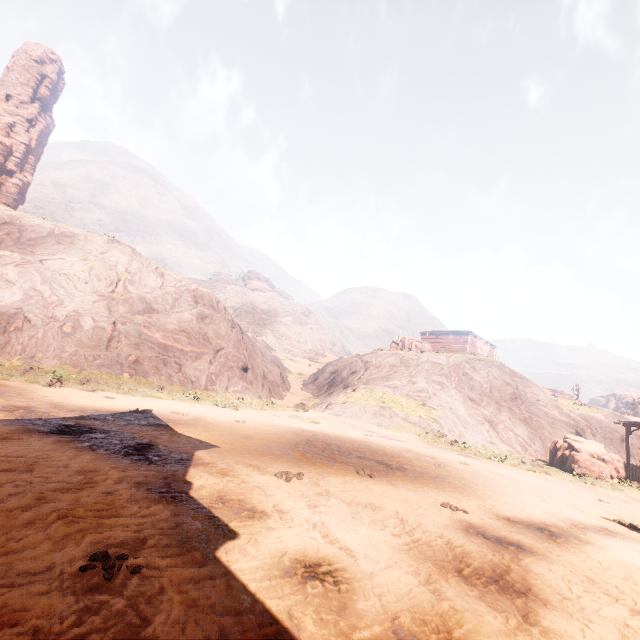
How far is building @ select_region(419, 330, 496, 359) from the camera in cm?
4719

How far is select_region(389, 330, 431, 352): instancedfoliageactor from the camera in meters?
37.3 m

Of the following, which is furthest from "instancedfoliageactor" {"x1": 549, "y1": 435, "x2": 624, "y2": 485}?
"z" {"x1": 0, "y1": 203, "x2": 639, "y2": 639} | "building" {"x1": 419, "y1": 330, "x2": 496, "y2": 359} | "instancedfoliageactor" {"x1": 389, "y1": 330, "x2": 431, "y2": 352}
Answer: "instancedfoliageactor" {"x1": 389, "y1": 330, "x2": 431, "y2": 352}

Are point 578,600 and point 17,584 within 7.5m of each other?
yes

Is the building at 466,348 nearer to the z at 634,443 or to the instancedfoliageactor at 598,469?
the z at 634,443

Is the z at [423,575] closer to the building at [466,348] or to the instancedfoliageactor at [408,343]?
the building at [466,348]

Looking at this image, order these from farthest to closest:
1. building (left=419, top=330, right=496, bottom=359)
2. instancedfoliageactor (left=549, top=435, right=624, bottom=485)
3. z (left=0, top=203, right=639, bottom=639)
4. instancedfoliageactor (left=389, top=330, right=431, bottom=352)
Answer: building (left=419, top=330, right=496, bottom=359) < instancedfoliageactor (left=389, top=330, right=431, bottom=352) < instancedfoliageactor (left=549, top=435, right=624, bottom=485) < z (left=0, top=203, right=639, bottom=639)

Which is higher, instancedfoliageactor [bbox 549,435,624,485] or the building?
the building
